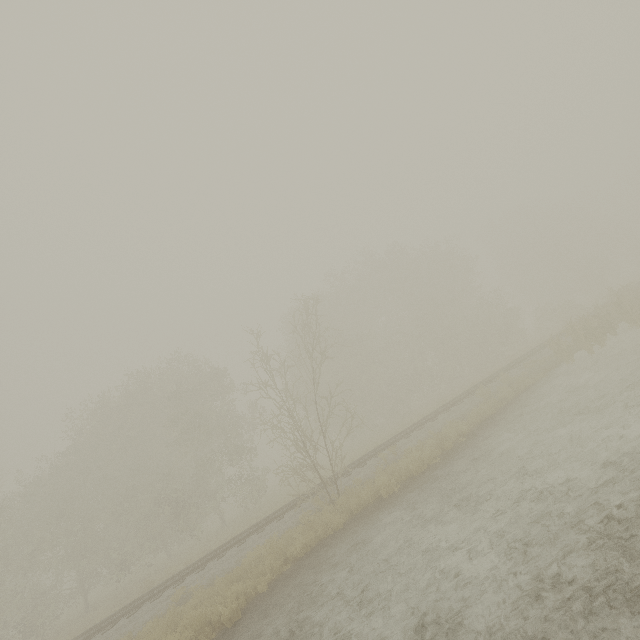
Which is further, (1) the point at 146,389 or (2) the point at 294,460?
(1) the point at 146,389
